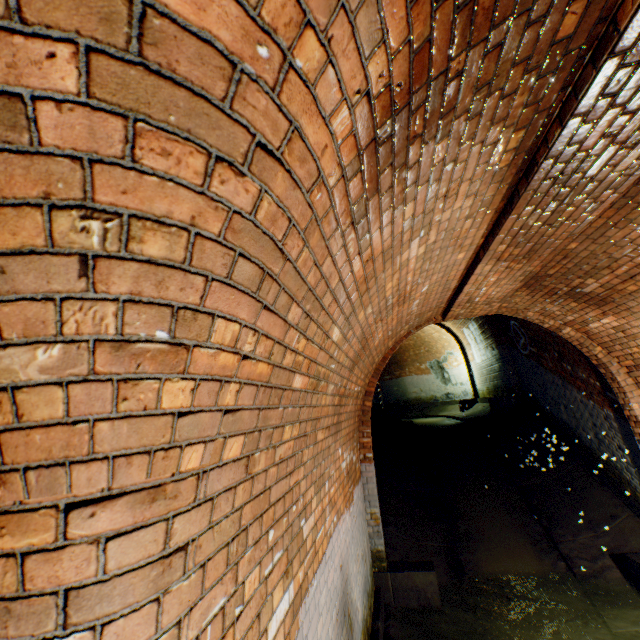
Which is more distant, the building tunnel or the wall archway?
the wall archway

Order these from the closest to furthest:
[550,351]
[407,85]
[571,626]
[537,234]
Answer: [407,85], [537,234], [571,626], [550,351]

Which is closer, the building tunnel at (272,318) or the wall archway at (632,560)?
the building tunnel at (272,318)
